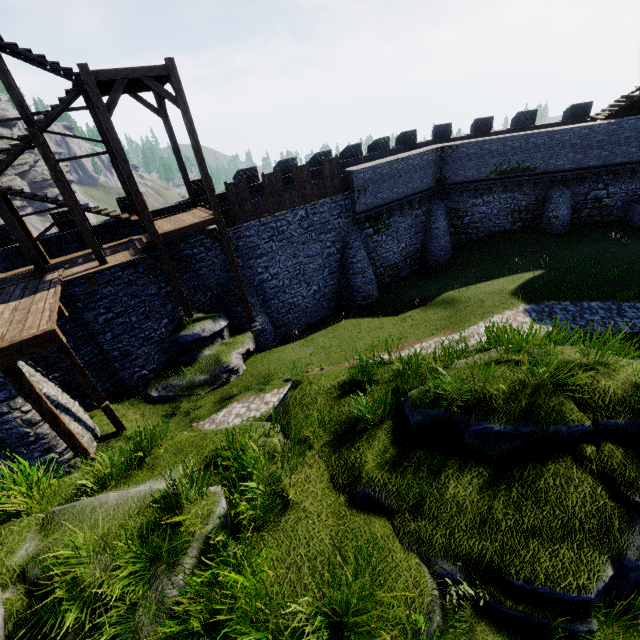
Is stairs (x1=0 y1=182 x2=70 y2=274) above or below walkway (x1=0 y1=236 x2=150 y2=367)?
above

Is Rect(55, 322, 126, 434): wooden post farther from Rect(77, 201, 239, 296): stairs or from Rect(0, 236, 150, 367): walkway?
Rect(77, 201, 239, 296): stairs

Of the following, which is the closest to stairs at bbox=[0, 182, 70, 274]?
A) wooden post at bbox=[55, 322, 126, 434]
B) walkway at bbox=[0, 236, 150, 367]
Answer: walkway at bbox=[0, 236, 150, 367]

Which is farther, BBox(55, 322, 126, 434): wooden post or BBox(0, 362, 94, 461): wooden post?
BBox(55, 322, 126, 434): wooden post

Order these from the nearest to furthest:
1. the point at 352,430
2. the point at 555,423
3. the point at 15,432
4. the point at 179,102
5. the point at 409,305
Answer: the point at 555,423 < the point at 352,430 < the point at 15,432 < the point at 179,102 < the point at 409,305

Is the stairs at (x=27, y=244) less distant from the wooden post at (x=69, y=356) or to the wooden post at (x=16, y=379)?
the wooden post at (x=69, y=356)

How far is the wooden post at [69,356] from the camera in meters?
11.3 m
